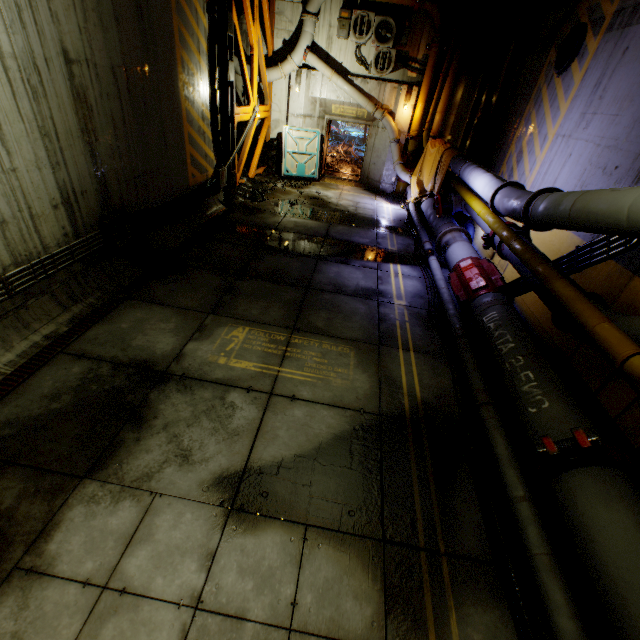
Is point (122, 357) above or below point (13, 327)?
below

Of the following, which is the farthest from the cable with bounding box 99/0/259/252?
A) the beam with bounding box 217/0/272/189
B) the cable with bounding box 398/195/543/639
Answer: the cable with bounding box 398/195/543/639

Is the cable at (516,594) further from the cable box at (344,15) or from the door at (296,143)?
the cable box at (344,15)

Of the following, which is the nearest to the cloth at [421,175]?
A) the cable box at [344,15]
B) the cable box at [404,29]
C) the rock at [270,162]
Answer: the cable box at [404,29]

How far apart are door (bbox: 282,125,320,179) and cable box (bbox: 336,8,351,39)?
3.1m

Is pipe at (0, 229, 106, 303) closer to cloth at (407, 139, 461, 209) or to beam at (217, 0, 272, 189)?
beam at (217, 0, 272, 189)

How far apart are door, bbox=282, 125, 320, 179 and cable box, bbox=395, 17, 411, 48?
4.0m

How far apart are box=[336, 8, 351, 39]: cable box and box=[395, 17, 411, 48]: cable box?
1.73m
